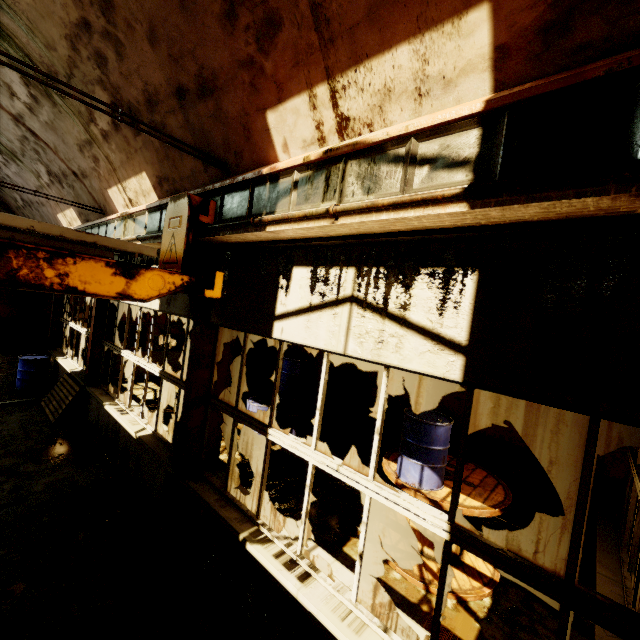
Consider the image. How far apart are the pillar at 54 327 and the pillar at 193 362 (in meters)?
9.72

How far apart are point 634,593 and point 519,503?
3.2m

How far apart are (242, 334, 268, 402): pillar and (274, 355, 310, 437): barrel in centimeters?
208cm

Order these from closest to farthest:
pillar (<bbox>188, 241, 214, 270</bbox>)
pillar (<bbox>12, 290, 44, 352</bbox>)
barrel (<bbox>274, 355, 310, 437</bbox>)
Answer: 1. pillar (<bbox>188, 241, 214, 270</bbox>)
2. barrel (<bbox>274, 355, 310, 437</bbox>)
3. pillar (<bbox>12, 290, 44, 352</bbox>)

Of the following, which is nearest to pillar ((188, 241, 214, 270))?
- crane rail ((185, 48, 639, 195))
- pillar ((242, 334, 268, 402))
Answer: crane rail ((185, 48, 639, 195))

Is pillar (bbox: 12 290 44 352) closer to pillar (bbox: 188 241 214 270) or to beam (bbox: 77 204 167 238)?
beam (bbox: 77 204 167 238)

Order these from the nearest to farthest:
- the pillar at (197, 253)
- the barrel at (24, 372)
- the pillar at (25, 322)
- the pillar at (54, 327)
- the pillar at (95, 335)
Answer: the pillar at (197, 253)
the pillar at (95, 335)
the barrel at (24, 372)
the pillar at (54, 327)
the pillar at (25, 322)

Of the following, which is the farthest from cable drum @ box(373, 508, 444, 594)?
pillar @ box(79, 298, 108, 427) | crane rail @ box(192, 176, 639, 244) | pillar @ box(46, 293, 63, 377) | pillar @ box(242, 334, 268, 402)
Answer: pillar @ box(46, 293, 63, 377)
